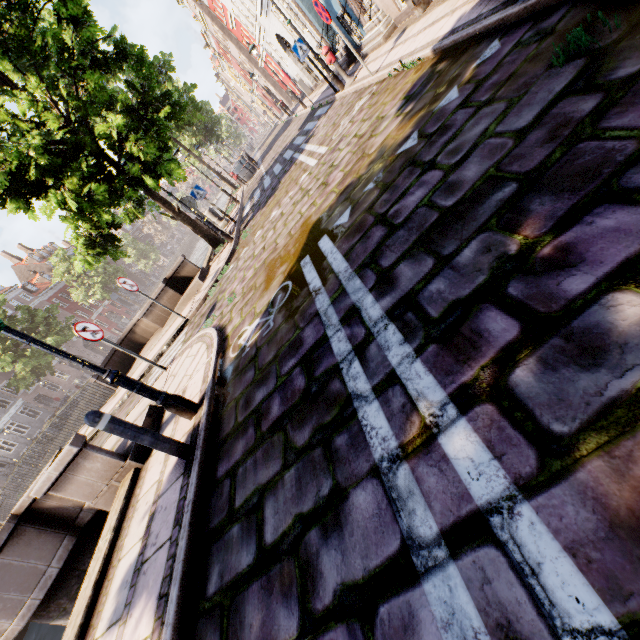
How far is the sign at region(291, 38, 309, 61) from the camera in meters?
10.3

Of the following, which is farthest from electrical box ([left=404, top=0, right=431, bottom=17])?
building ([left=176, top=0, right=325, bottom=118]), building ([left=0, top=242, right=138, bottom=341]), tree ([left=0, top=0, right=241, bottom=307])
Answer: building ([left=0, top=242, right=138, bottom=341])

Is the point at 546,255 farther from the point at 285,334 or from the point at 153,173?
the point at 153,173

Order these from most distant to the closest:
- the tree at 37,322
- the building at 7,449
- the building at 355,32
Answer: the building at 7,449 < the tree at 37,322 < the building at 355,32

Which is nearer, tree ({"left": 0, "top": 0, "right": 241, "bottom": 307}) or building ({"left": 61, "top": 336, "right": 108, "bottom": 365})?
tree ({"left": 0, "top": 0, "right": 241, "bottom": 307})

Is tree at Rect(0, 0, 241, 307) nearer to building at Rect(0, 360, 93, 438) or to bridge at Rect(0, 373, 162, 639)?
bridge at Rect(0, 373, 162, 639)

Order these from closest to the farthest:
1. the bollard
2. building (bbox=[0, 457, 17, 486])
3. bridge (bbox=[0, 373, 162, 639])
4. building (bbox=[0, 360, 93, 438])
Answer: the bollard → bridge (bbox=[0, 373, 162, 639]) → building (bbox=[0, 457, 17, 486]) → building (bbox=[0, 360, 93, 438])

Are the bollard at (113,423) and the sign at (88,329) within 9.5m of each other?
yes
